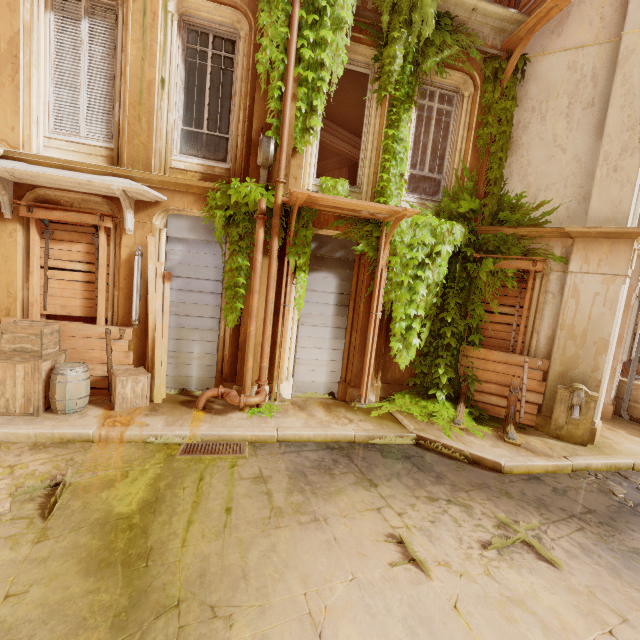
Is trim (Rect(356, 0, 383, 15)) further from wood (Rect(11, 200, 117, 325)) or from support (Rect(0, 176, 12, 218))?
support (Rect(0, 176, 12, 218))

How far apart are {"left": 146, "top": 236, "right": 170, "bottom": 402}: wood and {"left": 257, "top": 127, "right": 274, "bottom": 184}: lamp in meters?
2.4 m

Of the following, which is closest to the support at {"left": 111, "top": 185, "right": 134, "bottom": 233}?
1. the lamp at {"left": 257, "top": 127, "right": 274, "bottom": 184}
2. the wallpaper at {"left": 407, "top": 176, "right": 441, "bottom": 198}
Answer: the lamp at {"left": 257, "top": 127, "right": 274, "bottom": 184}

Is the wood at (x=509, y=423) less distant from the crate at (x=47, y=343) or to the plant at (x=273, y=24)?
the plant at (x=273, y=24)

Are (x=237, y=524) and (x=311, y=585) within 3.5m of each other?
yes

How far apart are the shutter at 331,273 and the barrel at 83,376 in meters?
4.0 m

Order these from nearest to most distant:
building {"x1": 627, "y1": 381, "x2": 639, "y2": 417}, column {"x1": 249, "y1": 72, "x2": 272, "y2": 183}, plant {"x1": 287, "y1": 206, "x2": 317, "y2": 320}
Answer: column {"x1": 249, "y1": 72, "x2": 272, "y2": 183} → plant {"x1": 287, "y1": 206, "x2": 317, "y2": 320} → building {"x1": 627, "y1": 381, "x2": 639, "y2": 417}

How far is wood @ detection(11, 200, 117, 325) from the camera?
6.07m
